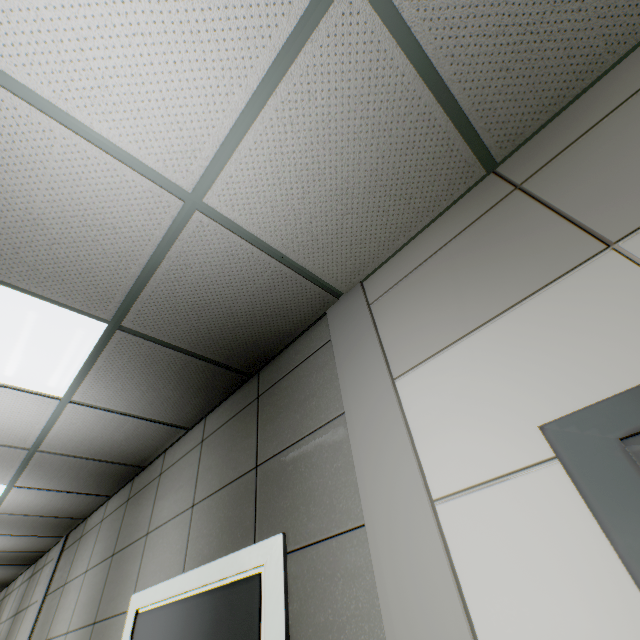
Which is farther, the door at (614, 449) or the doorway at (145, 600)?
the doorway at (145, 600)

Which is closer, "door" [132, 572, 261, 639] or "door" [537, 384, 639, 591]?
"door" [537, 384, 639, 591]

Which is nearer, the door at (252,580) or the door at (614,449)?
the door at (614,449)

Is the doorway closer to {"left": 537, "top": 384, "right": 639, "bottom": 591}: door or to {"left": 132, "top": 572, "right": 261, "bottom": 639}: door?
{"left": 132, "top": 572, "right": 261, "bottom": 639}: door

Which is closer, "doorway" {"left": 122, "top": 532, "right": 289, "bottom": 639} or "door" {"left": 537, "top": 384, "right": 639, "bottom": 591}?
"door" {"left": 537, "top": 384, "right": 639, "bottom": 591}

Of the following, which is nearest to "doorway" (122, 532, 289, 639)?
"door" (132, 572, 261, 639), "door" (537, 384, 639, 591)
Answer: "door" (132, 572, 261, 639)

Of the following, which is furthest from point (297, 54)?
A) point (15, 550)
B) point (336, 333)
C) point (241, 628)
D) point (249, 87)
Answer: point (15, 550)
